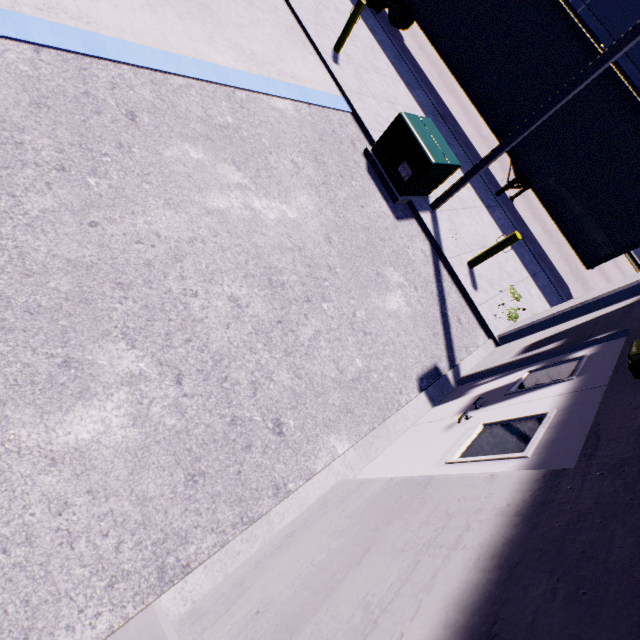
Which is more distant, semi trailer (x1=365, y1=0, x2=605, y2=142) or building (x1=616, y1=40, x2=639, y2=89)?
building (x1=616, y1=40, x2=639, y2=89)

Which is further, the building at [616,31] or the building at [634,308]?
A: the building at [616,31]

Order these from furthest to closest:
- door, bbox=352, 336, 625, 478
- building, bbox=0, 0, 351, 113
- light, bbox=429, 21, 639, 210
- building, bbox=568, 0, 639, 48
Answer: building, bbox=568, 0, 639, 48
light, bbox=429, 21, 639, 210
building, bbox=0, 0, 351, 113
door, bbox=352, 336, 625, 478

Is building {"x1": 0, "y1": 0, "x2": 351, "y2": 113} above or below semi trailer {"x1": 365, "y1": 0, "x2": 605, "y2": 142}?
below

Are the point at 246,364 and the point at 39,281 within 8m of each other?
yes

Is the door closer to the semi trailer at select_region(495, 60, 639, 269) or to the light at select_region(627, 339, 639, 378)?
the light at select_region(627, 339, 639, 378)

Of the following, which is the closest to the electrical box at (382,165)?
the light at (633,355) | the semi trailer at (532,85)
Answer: the semi trailer at (532,85)

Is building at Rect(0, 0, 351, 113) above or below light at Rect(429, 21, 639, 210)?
below
